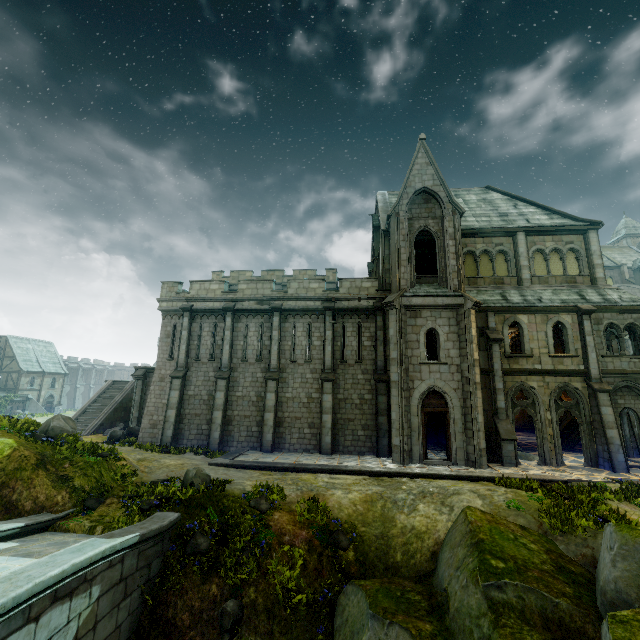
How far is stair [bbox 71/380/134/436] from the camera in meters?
29.1

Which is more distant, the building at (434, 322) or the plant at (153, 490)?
the building at (434, 322)

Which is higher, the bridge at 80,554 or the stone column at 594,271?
the stone column at 594,271

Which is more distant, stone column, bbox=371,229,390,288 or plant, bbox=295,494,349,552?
stone column, bbox=371,229,390,288

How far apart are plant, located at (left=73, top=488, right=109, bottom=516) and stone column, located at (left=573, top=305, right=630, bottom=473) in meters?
21.3

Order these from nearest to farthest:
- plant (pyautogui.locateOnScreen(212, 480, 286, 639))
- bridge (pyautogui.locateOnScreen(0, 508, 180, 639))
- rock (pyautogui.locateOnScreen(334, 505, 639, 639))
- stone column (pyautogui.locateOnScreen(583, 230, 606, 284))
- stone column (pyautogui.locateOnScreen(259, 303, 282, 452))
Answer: bridge (pyautogui.locateOnScreen(0, 508, 180, 639)), rock (pyautogui.locateOnScreen(334, 505, 639, 639)), plant (pyautogui.locateOnScreen(212, 480, 286, 639)), stone column (pyautogui.locateOnScreen(259, 303, 282, 452)), stone column (pyautogui.locateOnScreen(583, 230, 606, 284))

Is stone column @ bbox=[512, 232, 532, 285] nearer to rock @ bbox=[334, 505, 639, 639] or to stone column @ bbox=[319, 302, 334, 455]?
stone column @ bbox=[319, 302, 334, 455]

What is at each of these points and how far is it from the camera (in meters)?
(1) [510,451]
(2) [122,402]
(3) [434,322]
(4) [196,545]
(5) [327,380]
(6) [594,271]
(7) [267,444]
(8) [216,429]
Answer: (1) stone column, 16.23
(2) stair, 31.95
(3) building, 17.81
(4) plant, 9.21
(5) stone column, 19.33
(6) stone column, 19.50
(7) stone column, 18.59
(8) stone column, 19.17
